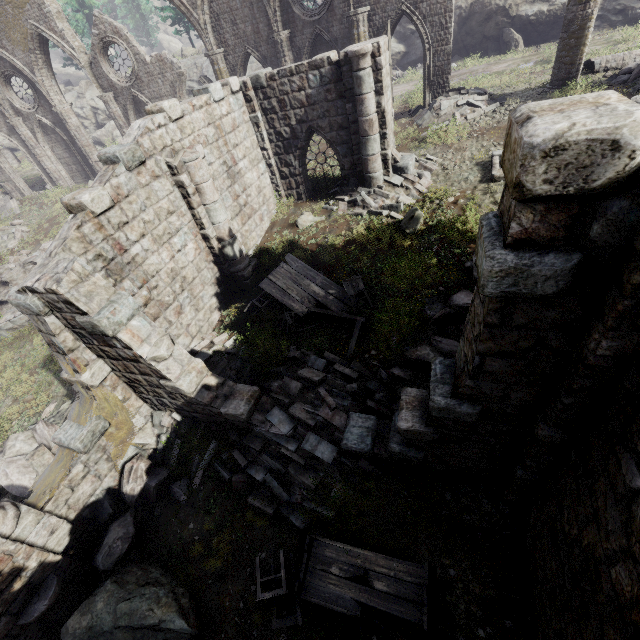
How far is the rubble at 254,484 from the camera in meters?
6.8 m

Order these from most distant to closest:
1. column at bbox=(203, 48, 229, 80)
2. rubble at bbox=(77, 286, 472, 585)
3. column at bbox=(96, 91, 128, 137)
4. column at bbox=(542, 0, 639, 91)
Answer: column at bbox=(96, 91, 128, 137) → column at bbox=(203, 48, 229, 80) → column at bbox=(542, 0, 639, 91) → rubble at bbox=(77, 286, 472, 585)

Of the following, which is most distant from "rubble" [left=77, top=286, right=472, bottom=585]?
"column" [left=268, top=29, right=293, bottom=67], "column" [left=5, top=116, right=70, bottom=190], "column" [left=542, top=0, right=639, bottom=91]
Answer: "column" [left=5, top=116, right=70, bottom=190]

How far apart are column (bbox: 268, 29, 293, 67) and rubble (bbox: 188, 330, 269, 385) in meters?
13.3 m

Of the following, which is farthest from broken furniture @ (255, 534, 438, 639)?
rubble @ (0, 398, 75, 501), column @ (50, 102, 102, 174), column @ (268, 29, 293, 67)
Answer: column @ (50, 102, 102, 174)

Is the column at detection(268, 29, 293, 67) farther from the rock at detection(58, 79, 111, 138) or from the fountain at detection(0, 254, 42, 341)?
the fountain at detection(0, 254, 42, 341)

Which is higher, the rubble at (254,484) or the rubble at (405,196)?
the rubble at (405,196)

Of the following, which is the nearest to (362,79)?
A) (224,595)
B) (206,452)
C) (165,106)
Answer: (165,106)
